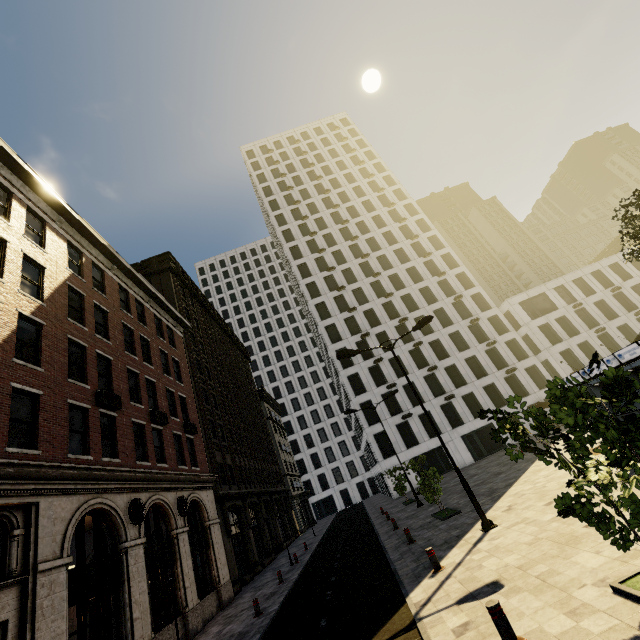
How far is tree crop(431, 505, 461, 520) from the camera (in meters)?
15.19

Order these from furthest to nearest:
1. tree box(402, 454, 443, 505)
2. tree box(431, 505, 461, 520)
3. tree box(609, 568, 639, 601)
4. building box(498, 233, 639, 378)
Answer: building box(498, 233, 639, 378) < tree box(402, 454, 443, 505) < tree box(431, 505, 461, 520) < tree box(609, 568, 639, 601)

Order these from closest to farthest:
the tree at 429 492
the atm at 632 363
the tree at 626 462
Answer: the tree at 626 462 → the atm at 632 363 → the tree at 429 492

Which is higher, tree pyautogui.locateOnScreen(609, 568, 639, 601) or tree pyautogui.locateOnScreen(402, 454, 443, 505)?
tree pyautogui.locateOnScreen(402, 454, 443, 505)

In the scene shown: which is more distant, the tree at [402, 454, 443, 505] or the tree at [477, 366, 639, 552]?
the tree at [402, 454, 443, 505]

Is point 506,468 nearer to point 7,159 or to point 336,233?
point 7,159

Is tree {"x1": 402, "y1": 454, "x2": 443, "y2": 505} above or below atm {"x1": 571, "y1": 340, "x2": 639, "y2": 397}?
below

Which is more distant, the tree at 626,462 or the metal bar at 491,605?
the metal bar at 491,605
